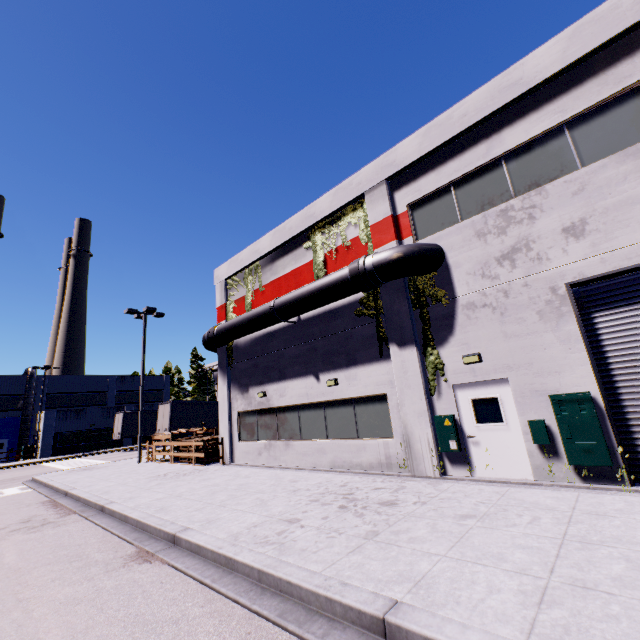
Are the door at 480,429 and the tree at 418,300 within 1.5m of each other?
yes

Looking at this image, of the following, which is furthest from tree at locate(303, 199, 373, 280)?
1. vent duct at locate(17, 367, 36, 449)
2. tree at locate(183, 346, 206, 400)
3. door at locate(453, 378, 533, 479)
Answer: tree at locate(183, 346, 206, 400)

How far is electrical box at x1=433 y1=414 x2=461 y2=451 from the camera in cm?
898

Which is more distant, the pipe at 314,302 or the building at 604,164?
the pipe at 314,302

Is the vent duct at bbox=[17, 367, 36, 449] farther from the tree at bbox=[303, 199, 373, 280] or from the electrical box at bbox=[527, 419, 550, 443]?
the electrical box at bbox=[527, 419, 550, 443]

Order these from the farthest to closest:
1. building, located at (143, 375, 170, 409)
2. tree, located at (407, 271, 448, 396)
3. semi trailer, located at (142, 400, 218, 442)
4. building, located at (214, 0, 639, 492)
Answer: building, located at (143, 375, 170, 409) < semi trailer, located at (142, 400, 218, 442) < tree, located at (407, 271, 448, 396) < building, located at (214, 0, 639, 492)

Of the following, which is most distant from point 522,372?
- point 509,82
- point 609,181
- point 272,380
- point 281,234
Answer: point 281,234

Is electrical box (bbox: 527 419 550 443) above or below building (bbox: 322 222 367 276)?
below
